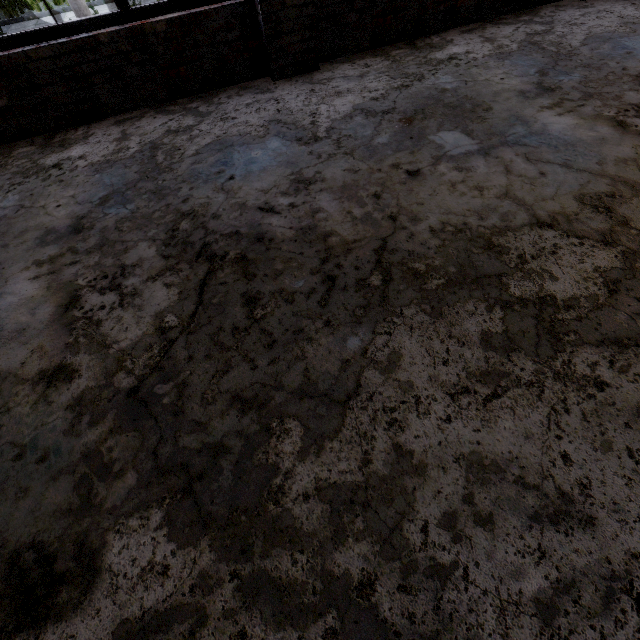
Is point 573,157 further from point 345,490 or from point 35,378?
point 35,378
